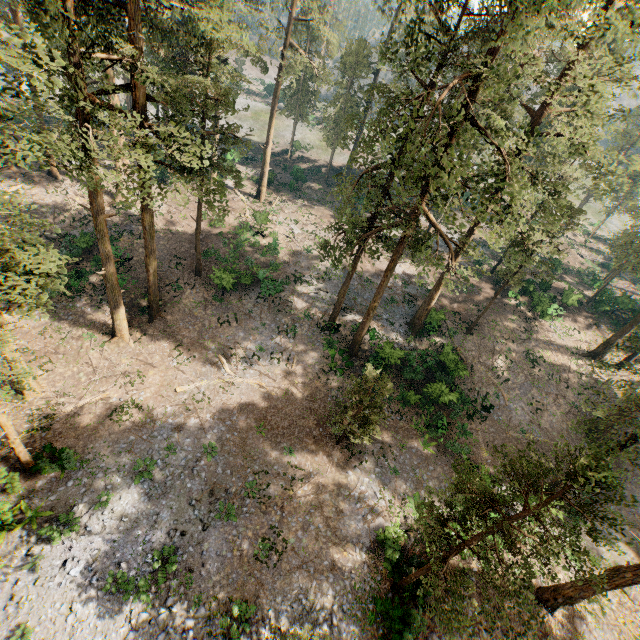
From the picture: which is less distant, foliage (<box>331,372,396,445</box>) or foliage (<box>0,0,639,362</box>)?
foliage (<box>0,0,639,362</box>)

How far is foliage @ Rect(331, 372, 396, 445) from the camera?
18.69m

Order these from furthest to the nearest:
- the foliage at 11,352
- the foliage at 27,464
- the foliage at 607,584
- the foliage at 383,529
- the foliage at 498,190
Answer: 1. the foliage at 383,529
2. the foliage at 27,464
3. the foliage at 498,190
4. the foliage at 11,352
5. the foliage at 607,584

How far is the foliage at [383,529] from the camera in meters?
18.4 m

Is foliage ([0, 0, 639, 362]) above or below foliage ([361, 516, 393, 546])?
above

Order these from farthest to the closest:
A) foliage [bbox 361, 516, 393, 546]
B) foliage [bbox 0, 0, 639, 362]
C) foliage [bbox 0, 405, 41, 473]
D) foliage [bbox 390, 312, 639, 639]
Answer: foliage [bbox 361, 516, 393, 546] → foliage [bbox 0, 405, 41, 473] → foliage [bbox 0, 0, 639, 362] → foliage [bbox 390, 312, 639, 639]

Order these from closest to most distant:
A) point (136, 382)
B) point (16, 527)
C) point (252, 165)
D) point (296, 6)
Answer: point (16, 527)
point (136, 382)
point (296, 6)
point (252, 165)
